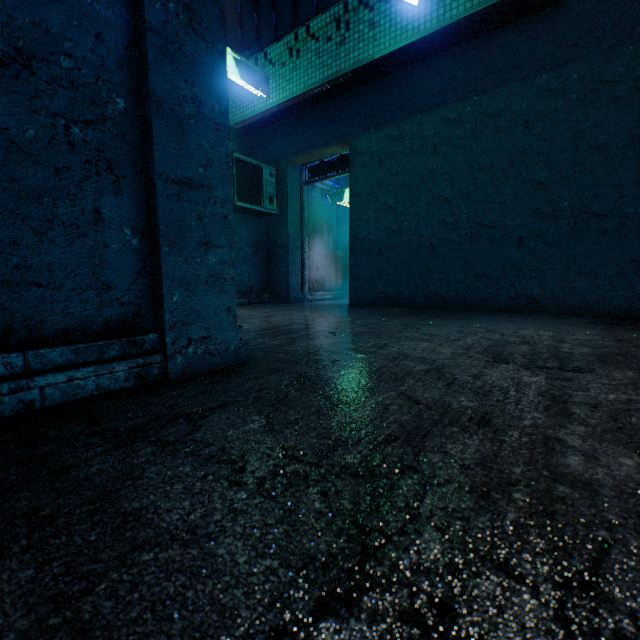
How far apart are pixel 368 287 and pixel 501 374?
4.4m

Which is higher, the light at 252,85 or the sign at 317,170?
the light at 252,85

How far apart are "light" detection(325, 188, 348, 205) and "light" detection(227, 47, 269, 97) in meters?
3.1

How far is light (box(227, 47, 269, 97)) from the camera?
4.4 meters

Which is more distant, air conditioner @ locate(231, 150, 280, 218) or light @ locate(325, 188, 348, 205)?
light @ locate(325, 188, 348, 205)

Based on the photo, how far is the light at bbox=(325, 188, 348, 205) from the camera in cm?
776

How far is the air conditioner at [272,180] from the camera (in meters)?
5.73

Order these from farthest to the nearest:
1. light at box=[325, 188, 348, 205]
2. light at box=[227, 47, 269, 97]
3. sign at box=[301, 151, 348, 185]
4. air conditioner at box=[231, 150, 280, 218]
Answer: light at box=[325, 188, 348, 205] < sign at box=[301, 151, 348, 185] < air conditioner at box=[231, 150, 280, 218] < light at box=[227, 47, 269, 97]
